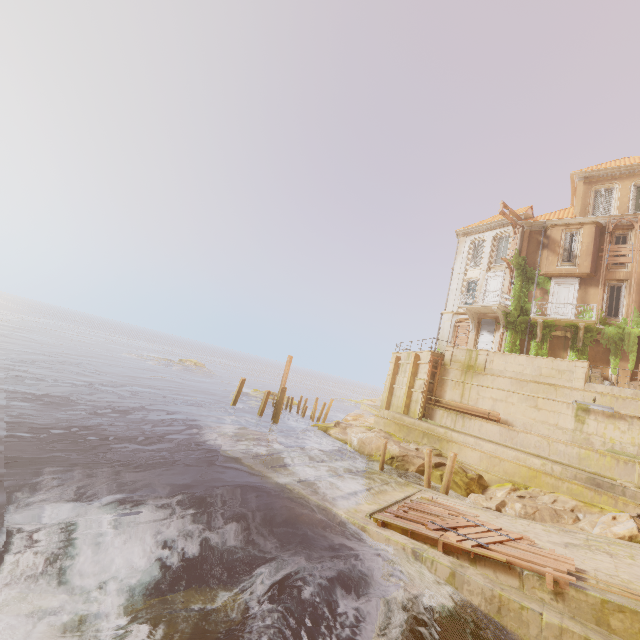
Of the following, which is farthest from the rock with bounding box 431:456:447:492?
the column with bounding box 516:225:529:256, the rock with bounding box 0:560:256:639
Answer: the column with bounding box 516:225:529:256

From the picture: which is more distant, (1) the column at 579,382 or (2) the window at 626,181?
(2) the window at 626,181

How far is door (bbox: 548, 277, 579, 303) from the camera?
23.3m

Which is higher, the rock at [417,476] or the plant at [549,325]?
the plant at [549,325]

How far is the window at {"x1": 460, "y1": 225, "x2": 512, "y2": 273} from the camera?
27.7m

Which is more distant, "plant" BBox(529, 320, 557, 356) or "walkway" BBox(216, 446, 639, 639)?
"plant" BBox(529, 320, 557, 356)

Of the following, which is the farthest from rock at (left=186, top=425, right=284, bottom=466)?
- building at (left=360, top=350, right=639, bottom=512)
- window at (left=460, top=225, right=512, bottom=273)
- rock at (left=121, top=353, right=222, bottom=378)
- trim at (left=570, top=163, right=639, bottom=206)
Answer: rock at (left=121, top=353, right=222, bottom=378)

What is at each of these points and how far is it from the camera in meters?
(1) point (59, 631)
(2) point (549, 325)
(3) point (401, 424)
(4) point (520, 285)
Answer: (1) rock, 4.9 m
(2) plant, 23.2 m
(3) building, 22.1 m
(4) plant, 25.4 m
